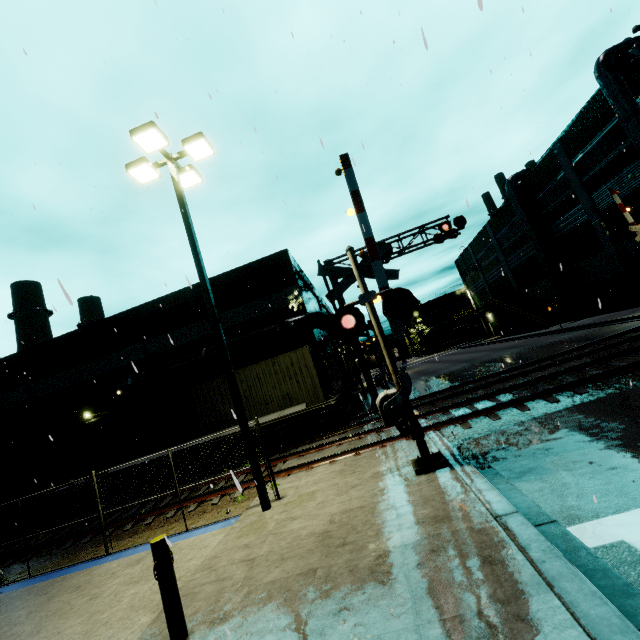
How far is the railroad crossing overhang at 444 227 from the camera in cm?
1723

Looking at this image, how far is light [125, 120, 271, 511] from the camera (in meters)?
7.73

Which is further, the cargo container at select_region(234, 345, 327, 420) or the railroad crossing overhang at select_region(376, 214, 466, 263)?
the railroad crossing overhang at select_region(376, 214, 466, 263)

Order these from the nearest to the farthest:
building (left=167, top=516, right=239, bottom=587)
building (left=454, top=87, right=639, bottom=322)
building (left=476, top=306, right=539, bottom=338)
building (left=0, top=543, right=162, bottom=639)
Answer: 1. building (left=0, top=543, right=162, bottom=639)
2. building (left=167, top=516, right=239, bottom=587)
3. building (left=454, top=87, right=639, bottom=322)
4. building (left=476, top=306, right=539, bottom=338)

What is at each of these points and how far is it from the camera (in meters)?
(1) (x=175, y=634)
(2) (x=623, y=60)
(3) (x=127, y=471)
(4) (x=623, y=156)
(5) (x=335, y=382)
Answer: (1) post, 3.90
(2) railroad crossing overhang, 9.42
(3) flatcar, 15.14
(4) building, 21.86
(5) building, 23.09

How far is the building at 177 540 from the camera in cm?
605

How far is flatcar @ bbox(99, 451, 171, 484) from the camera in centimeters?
1488cm

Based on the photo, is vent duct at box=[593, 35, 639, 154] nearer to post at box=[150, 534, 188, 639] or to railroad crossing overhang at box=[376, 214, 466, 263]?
railroad crossing overhang at box=[376, 214, 466, 263]
